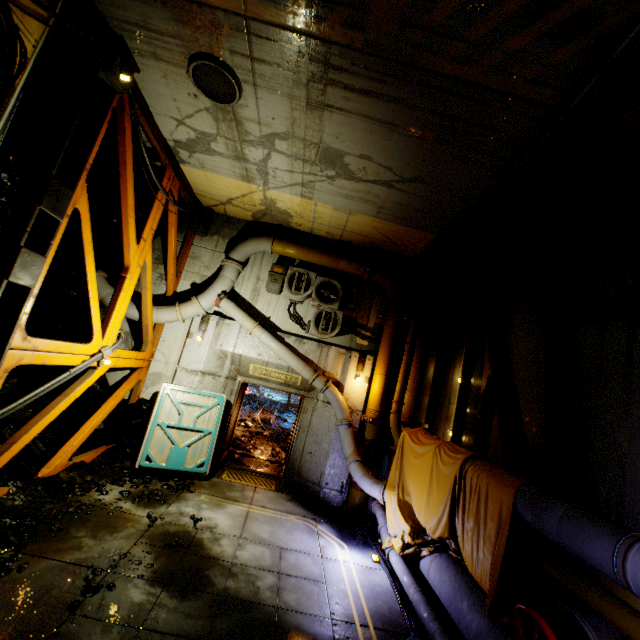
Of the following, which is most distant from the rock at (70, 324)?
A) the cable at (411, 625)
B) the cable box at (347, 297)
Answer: the cable box at (347, 297)

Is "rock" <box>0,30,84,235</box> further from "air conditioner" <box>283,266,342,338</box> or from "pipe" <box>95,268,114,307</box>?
"air conditioner" <box>283,266,342,338</box>

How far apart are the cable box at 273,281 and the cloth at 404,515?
4.9m

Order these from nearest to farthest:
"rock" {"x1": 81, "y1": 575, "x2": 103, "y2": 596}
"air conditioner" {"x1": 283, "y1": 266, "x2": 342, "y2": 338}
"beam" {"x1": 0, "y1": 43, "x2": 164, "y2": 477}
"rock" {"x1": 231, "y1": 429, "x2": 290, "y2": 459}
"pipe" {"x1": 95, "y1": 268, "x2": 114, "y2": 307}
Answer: "rock" {"x1": 81, "y1": 575, "x2": 103, "y2": 596} < "beam" {"x1": 0, "y1": 43, "x2": 164, "y2": 477} < "pipe" {"x1": 95, "y1": 268, "x2": 114, "y2": 307} < "air conditioner" {"x1": 283, "y1": 266, "x2": 342, "y2": 338} < "rock" {"x1": 231, "y1": 429, "x2": 290, "y2": 459}

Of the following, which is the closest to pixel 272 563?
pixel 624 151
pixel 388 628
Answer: pixel 388 628

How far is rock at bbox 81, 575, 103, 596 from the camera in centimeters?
373cm

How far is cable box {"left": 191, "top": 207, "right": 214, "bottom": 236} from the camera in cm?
940

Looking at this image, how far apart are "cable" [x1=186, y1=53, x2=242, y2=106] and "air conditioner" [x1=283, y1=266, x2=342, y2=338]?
4.29m
